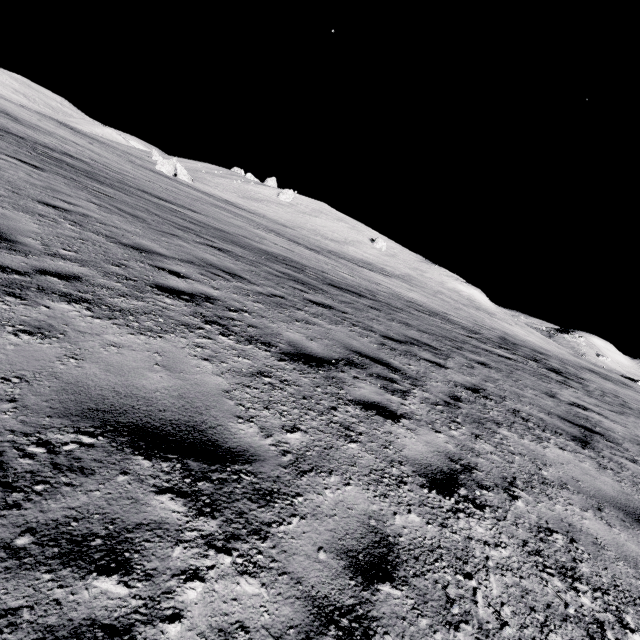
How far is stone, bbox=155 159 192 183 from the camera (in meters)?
48.57

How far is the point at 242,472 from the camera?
2.02m

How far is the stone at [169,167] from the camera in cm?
4857
